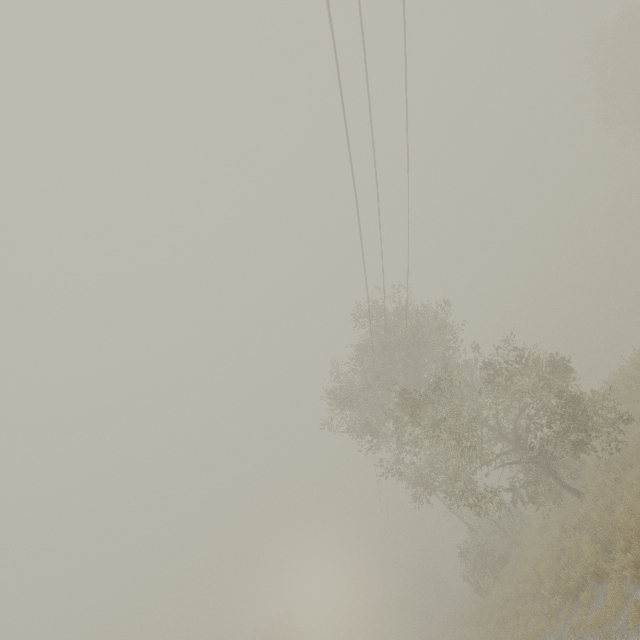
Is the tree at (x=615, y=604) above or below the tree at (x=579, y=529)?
below

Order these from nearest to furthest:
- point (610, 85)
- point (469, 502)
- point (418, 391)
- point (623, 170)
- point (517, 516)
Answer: point (418, 391) → point (469, 502) → point (517, 516) → point (610, 85) → point (623, 170)

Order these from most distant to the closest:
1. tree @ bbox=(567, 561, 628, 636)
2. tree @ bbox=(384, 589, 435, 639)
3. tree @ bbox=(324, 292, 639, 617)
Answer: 1. tree @ bbox=(384, 589, 435, 639)
2. tree @ bbox=(324, 292, 639, 617)
3. tree @ bbox=(567, 561, 628, 636)

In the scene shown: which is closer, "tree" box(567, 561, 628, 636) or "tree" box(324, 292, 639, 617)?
"tree" box(567, 561, 628, 636)

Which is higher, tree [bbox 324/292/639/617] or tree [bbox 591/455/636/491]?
tree [bbox 324/292/639/617]
